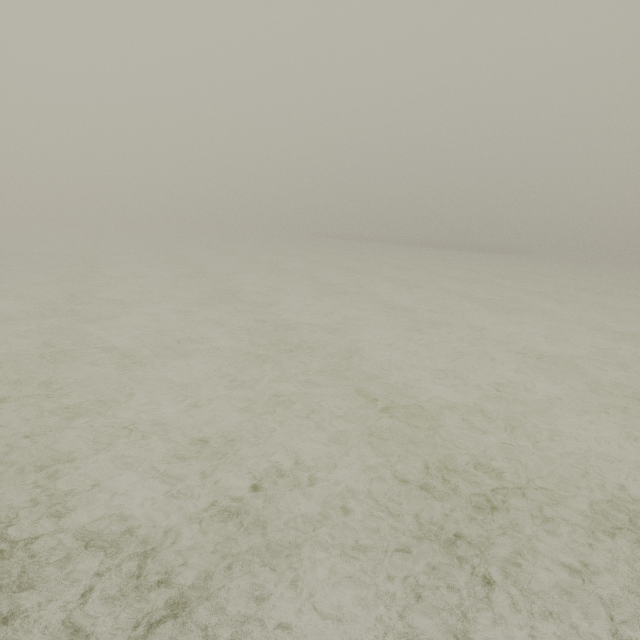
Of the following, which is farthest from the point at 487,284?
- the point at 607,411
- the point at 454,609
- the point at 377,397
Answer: the point at 454,609
